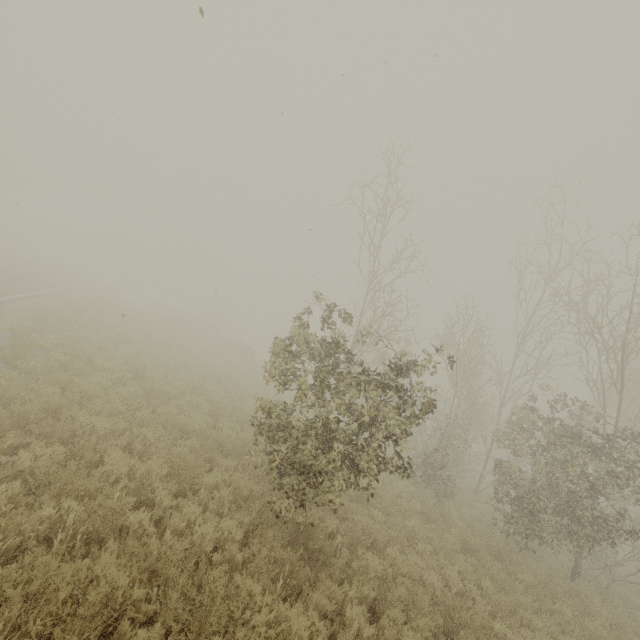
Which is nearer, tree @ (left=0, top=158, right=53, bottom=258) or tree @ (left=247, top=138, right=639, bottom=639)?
tree @ (left=247, top=138, right=639, bottom=639)

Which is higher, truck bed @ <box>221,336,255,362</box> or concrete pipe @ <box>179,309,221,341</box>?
concrete pipe @ <box>179,309,221,341</box>

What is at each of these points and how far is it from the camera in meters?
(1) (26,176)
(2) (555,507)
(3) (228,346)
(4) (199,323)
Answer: (1) tree, 46.3 m
(2) tree, 10.2 m
(3) truck bed, 32.7 m
(4) concrete pipe, 39.8 m

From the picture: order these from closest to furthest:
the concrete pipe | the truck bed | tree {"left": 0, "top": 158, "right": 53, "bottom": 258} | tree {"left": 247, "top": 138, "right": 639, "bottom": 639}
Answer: tree {"left": 247, "top": 138, "right": 639, "bottom": 639}, the truck bed, tree {"left": 0, "top": 158, "right": 53, "bottom": 258}, the concrete pipe

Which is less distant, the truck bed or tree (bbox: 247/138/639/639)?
tree (bbox: 247/138/639/639)

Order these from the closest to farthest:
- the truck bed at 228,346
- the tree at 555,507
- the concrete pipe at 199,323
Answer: the tree at 555,507
the truck bed at 228,346
the concrete pipe at 199,323

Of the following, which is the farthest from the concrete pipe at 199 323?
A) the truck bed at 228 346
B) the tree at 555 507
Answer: the tree at 555 507

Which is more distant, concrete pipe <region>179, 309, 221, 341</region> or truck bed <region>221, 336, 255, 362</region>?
concrete pipe <region>179, 309, 221, 341</region>
